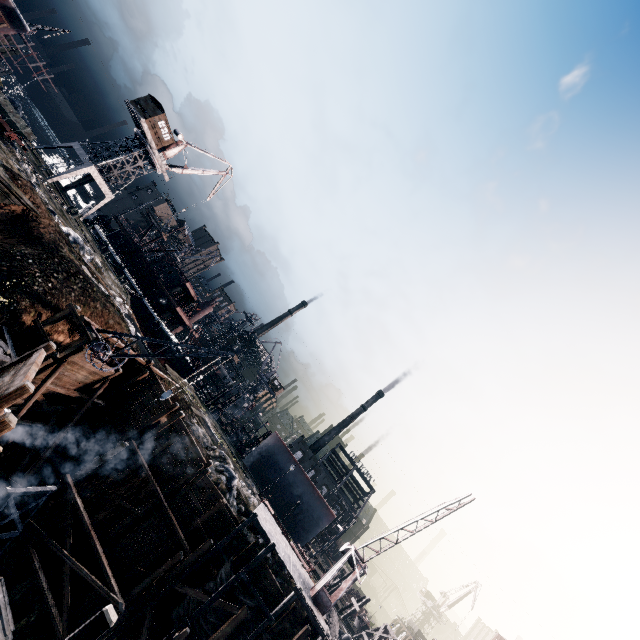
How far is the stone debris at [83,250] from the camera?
27.6 meters

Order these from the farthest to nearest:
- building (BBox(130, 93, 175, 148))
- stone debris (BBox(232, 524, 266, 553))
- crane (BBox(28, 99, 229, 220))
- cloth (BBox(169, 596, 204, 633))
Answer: building (BBox(130, 93, 175, 148)), crane (BBox(28, 99, 229, 220)), stone debris (BBox(232, 524, 266, 553)), cloth (BBox(169, 596, 204, 633))

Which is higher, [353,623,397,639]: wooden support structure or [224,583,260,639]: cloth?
[353,623,397,639]: wooden support structure

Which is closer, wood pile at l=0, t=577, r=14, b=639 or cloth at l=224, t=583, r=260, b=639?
wood pile at l=0, t=577, r=14, b=639

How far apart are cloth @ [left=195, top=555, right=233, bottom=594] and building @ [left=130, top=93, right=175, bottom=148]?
51.3m

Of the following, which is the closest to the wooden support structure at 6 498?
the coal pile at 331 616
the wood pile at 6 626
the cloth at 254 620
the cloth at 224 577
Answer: the wood pile at 6 626

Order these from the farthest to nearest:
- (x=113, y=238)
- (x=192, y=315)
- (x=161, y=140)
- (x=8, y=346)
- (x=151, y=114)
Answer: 1. (x=192, y=315)
2. (x=113, y=238)
3. (x=161, y=140)
4. (x=151, y=114)
5. (x=8, y=346)
